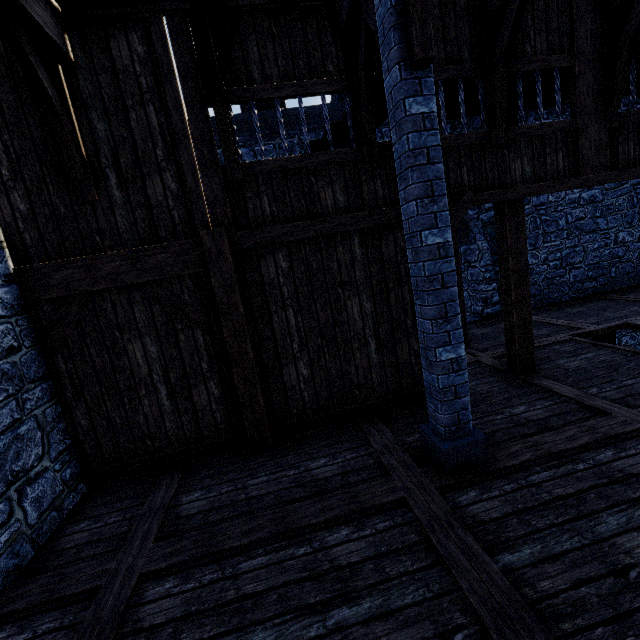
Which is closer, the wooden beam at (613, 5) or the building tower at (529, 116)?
the wooden beam at (613, 5)

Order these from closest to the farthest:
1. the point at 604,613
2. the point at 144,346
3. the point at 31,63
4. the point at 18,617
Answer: the point at 604,613
the point at 18,617
the point at 31,63
the point at 144,346

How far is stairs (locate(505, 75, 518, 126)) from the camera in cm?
488

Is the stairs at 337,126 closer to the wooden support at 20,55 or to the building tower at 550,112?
the building tower at 550,112

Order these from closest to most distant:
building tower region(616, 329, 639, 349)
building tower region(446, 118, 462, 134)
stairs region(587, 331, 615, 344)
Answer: stairs region(587, 331, 615, 344) < building tower region(446, 118, 462, 134) < building tower region(616, 329, 639, 349)

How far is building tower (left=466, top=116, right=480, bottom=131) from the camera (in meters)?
9.11

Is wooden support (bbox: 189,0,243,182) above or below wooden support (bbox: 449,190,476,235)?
Answer: above

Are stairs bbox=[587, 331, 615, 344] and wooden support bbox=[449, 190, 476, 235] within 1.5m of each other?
no
